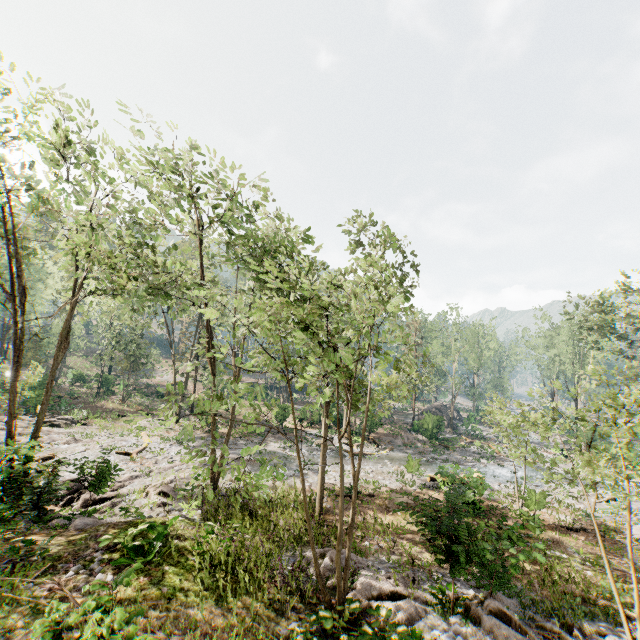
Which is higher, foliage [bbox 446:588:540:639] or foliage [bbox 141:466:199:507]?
foliage [bbox 446:588:540:639]

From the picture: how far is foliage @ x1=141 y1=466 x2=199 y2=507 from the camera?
16.3m

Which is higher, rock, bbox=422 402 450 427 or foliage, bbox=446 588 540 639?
rock, bbox=422 402 450 427

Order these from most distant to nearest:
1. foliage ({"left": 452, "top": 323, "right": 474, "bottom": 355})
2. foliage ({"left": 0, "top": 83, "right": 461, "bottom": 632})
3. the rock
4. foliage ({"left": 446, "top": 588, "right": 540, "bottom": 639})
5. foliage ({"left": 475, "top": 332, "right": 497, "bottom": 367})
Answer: foliage ({"left": 452, "top": 323, "right": 474, "bottom": 355}) < foliage ({"left": 475, "top": 332, "right": 497, "bottom": 367}) < the rock < foliage ({"left": 446, "top": 588, "right": 540, "bottom": 639}) < foliage ({"left": 0, "top": 83, "right": 461, "bottom": 632})

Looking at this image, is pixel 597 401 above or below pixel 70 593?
above

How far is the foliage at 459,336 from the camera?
46.62m

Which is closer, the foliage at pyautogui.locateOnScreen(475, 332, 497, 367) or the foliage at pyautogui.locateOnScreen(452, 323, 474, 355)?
the foliage at pyautogui.locateOnScreen(475, 332, 497, 367)

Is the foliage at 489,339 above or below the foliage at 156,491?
above
